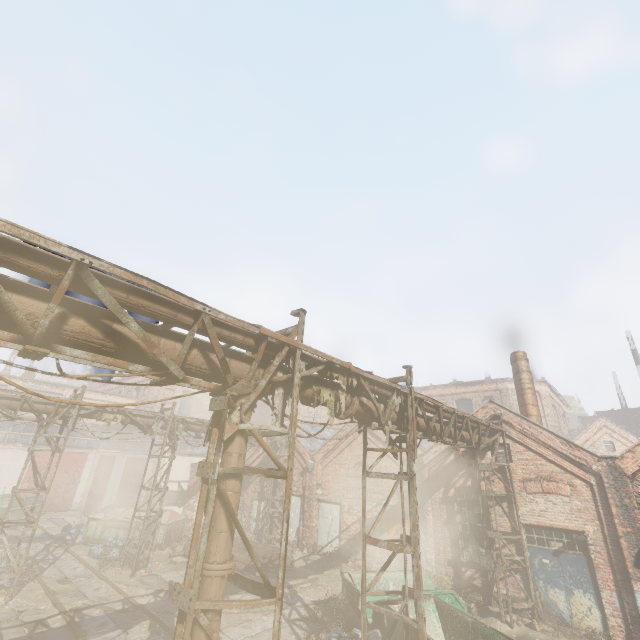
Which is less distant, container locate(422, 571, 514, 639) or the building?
container locate(422, 571, 514, 639)

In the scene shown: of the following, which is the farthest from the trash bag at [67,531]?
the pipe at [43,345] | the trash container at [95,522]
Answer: the pipe at [43,345]

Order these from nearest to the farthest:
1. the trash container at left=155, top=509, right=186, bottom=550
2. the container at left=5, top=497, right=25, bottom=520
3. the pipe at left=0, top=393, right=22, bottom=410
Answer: the pipe at left=0, top=393, right=22, bottom=410
the trash container at left=155, top=509, right=186, bottom=550
the container at left=5, top=497, right=25, bottom=520

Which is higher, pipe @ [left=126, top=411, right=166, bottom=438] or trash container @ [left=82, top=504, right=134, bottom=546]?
pipe @ [left=126, top=411, right=166, bottom=438]

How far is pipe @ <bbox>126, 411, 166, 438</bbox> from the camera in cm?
1473

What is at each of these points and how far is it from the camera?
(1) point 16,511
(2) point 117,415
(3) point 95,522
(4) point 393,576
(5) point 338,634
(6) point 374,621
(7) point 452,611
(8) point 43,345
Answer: (1) container, 21.41m
(2) pipe, 14.14m
(3) trash container, 17.25m
(4) container, 11.00m
(5) trash bag, 8.41m
(6) container, 8.97m
(7) container, 8.63m
(8) pipe, 3.21m

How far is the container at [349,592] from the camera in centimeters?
926cm

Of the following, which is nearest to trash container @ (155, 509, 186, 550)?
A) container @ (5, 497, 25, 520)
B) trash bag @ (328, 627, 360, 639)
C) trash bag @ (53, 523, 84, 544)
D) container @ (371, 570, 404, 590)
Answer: trash bag @ (53, 523, 84, 544)
